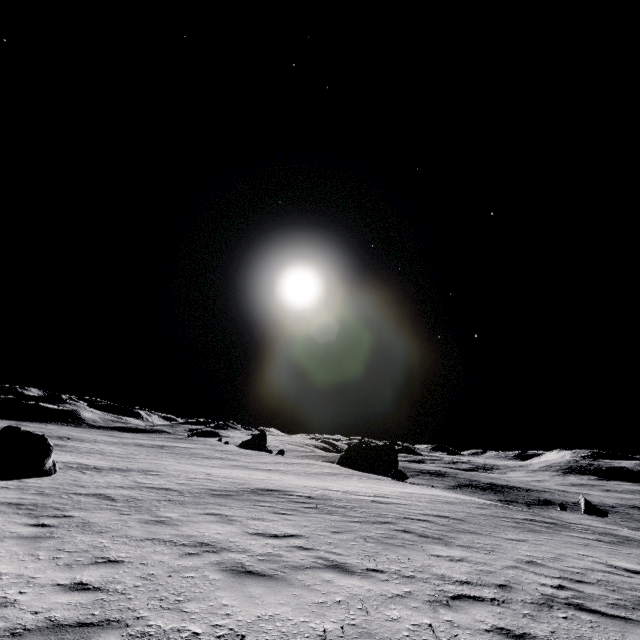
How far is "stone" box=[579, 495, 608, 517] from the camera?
38.3 meters

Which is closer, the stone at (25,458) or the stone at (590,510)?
the stone at (25,458)

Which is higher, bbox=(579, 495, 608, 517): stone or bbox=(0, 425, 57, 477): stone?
bbox=(0, 425, 57, 477): stone

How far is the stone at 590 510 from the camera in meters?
38.3

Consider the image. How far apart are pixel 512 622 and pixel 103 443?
65.4 meters

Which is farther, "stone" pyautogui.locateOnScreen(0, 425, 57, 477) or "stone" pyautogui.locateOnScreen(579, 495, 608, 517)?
"stone" pyautogui.locateOnScreen(579, 495, 608, 517)
